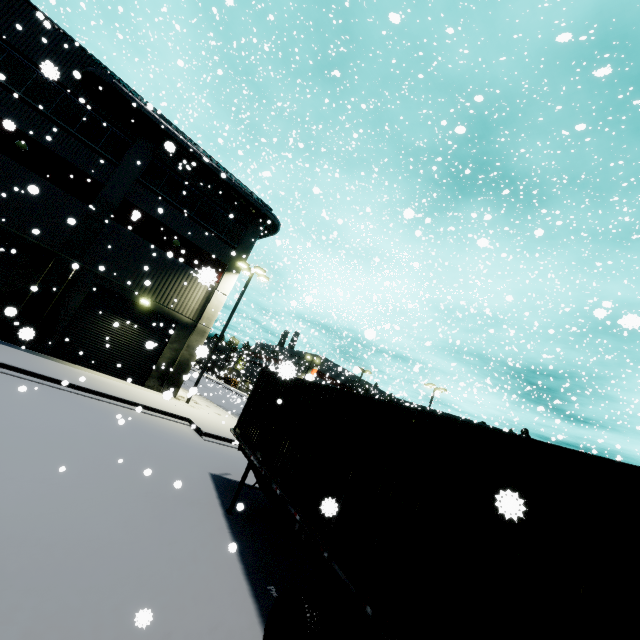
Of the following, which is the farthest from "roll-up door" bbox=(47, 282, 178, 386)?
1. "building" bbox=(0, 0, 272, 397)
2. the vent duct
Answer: the vent duct

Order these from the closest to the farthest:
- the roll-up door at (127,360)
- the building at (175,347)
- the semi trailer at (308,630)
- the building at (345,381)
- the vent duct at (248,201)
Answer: the semi trailer at (308,630) < the building at (345,381) < the building at (175,347) < the vent duct at (248,201) < the roll-up door at (127,360)

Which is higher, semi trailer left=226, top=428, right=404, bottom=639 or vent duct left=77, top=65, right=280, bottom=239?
vent duct left=77, top=65, right=280, bottom=239

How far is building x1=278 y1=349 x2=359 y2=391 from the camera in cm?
559

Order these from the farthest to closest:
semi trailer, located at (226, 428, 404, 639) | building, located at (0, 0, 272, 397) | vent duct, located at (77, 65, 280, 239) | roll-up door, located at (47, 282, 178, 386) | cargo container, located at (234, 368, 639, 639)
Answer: roll-up door, located at (47, 282, 178, 386)
vent duct, located at (77, 65, 280, 239)
building, located at (0, 0, 272, 397)
semi trailer, located at (226, 428, 404, 639)
cargo container, located at (234, 368, 639, 639)

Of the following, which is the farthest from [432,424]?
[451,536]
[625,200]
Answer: [625,200]

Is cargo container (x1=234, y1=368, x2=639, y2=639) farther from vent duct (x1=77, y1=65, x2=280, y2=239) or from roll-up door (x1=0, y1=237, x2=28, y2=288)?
vent duct (x1=77, y1=65, x2=280, y2=239)

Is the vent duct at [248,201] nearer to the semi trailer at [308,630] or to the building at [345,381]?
the building at [345,381]
